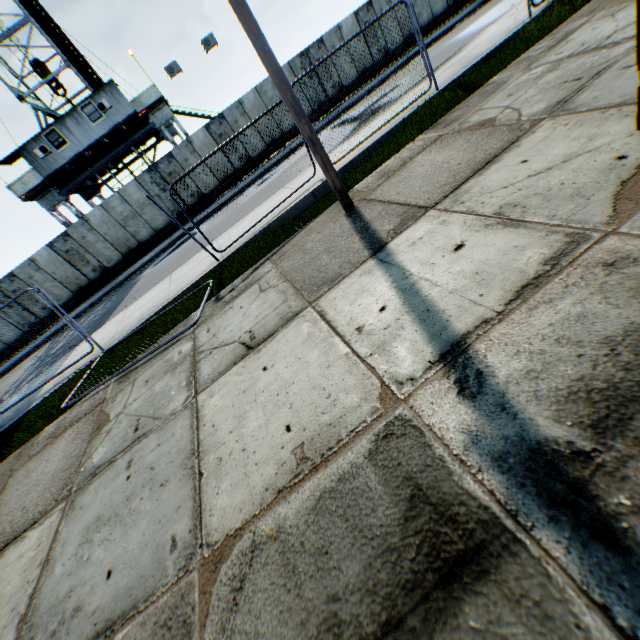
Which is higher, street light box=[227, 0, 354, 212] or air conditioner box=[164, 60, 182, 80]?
air conditioner box=[164, 60, 182, 80]

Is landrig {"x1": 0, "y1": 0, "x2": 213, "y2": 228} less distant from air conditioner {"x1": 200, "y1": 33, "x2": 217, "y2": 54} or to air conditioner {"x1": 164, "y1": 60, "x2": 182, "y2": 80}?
air conditioner {"x1": 164, "y1": 60, "x2": 182, "y2": 80}

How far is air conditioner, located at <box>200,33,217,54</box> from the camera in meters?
19.3

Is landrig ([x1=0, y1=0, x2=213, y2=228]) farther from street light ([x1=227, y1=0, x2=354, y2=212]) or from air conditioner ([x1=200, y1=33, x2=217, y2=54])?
street light ([x1=227, y1=0, x2=354, y2=212])

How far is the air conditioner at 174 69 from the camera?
19.16m

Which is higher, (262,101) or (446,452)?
(262,101)

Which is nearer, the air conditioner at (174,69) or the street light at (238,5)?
the street light at (238,5)
